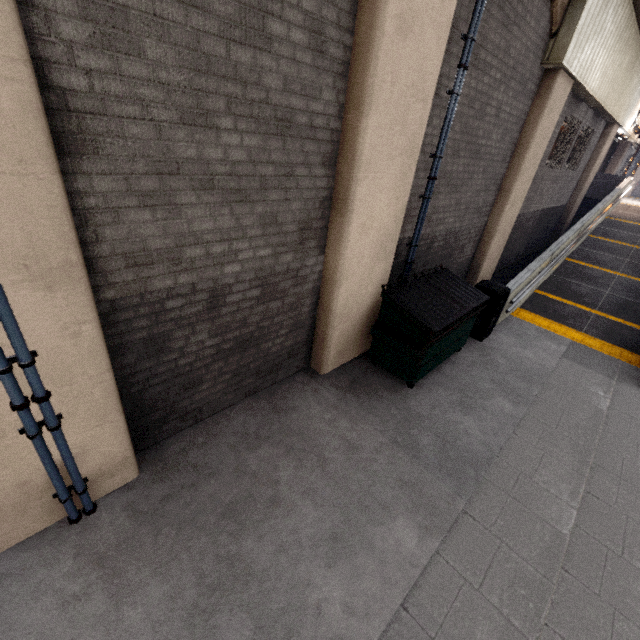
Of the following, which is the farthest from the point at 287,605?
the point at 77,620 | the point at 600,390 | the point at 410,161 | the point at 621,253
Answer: the point at 621,253

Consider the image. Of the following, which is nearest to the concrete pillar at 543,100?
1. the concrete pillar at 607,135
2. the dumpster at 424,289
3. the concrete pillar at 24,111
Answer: the dumpster at 424,289

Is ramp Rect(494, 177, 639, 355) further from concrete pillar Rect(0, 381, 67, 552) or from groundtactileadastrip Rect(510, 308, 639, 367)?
concrete pillar Rect(0, 381, 67, 552)

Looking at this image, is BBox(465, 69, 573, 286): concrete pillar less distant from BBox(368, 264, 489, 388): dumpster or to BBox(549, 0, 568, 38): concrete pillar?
BBox(549, 0, 568, 38): concrete pillar

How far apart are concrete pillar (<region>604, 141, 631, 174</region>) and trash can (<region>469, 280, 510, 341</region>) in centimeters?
2101cm

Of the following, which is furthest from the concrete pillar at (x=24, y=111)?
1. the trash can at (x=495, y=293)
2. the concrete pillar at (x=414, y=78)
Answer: the trash can at (x=495, y=293)

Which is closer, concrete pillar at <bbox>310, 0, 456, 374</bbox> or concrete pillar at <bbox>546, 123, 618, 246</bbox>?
concrete pillar at <bbox>310, 0, 456, 374</bbox>

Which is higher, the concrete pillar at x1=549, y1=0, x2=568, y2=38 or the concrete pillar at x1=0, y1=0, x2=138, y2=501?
the concrete pillar at x1=549, y1=0, x2=568, y2=38
